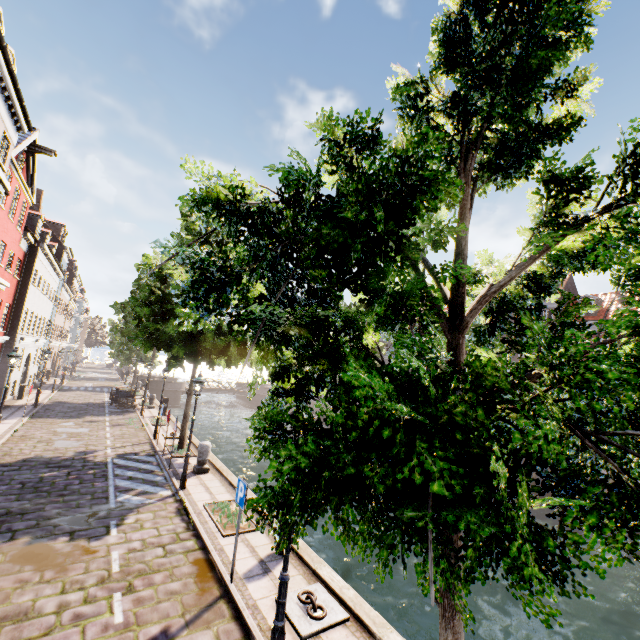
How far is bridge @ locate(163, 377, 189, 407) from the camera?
41.59m

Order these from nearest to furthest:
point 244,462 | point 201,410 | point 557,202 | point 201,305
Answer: point 201,305, point 557,202, point 244,462, point 201,410

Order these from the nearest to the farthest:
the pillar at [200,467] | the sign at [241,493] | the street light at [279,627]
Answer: the street light at [279,627], the sign at [241,493], the pillar at [200,467]

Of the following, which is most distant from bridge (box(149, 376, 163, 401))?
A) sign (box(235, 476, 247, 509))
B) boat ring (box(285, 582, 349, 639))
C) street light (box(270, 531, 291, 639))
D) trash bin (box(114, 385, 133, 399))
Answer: street light (box(270, 531, 291, 639))

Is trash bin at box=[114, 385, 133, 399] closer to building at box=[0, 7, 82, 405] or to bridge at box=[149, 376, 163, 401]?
bridge at box=[149, 376, 163, 401]

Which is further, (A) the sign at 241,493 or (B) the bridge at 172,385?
(B) the bridge at 172,385

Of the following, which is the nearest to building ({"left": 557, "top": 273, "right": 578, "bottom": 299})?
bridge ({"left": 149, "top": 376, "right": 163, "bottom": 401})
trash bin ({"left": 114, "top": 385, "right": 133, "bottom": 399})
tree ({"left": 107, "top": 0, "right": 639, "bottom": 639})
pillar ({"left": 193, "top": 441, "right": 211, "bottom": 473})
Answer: tree ({"left": 107, "top": 0, "right": 639, "bottom": 639})

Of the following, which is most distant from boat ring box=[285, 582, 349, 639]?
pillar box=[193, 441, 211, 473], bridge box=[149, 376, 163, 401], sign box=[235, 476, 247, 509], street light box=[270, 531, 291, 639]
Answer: bridge box=[149, 376, 163, 401]
